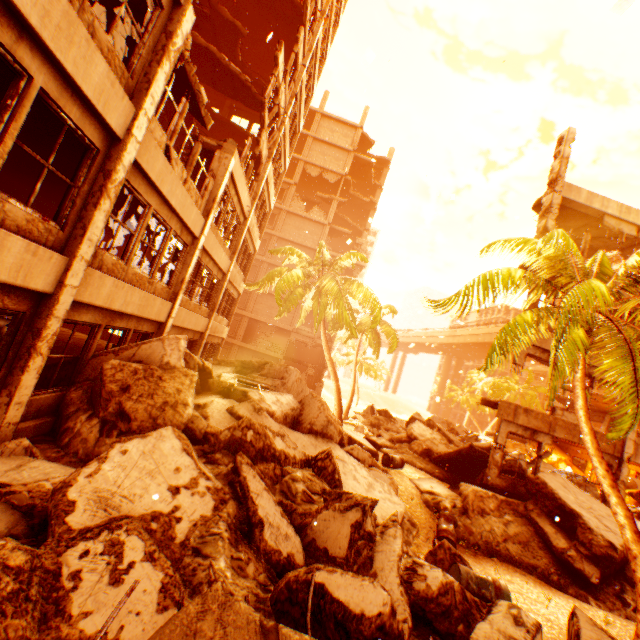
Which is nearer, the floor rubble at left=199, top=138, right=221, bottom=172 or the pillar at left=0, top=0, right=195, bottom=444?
the pillar at left=0, top=0, right=195, bottom=444

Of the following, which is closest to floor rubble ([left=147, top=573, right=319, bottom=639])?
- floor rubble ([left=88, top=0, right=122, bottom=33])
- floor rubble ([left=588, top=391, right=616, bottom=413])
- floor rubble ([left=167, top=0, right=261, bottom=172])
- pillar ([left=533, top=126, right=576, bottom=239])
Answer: pillar ([left=533, top=126, right=576, bottom=239])

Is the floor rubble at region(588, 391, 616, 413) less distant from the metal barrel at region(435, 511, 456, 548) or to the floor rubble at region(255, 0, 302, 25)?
the metal barrel at region(435, 511, 456, 548)

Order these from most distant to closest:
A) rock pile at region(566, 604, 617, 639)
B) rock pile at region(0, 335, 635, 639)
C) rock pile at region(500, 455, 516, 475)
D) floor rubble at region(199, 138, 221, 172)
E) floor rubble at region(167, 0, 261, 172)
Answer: rock pile at region(500, 455, 516, 475) → floor rubble at region(199, 138, 221, 172) → floor rubble at region(167, 0, 261, 172) → rock pile at region(566, 604, 617, 639) → rock pile at region(0, 335, 635, 639)

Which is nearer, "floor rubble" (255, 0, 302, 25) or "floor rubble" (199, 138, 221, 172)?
"floor rubble" (199, 138, 221, 172)

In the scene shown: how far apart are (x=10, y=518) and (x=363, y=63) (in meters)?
15.39

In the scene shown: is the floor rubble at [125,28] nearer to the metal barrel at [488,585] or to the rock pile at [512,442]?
the metal barrel at [488,585]

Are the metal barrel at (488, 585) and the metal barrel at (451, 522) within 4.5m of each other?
yes
